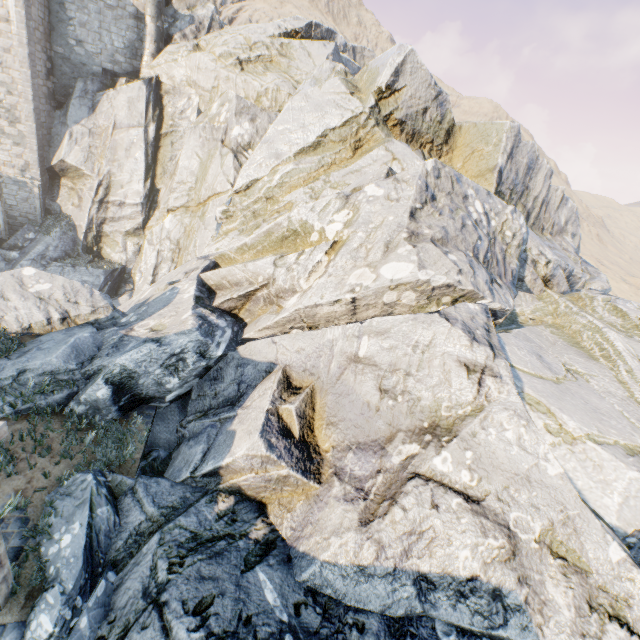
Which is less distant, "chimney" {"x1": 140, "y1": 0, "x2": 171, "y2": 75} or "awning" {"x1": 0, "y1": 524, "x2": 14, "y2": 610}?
"awning" {"x1": 0, "y1": 524, "x2": 14, "y2": 610}

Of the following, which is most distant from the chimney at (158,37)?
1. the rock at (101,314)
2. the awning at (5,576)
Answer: the awning at (5,576)

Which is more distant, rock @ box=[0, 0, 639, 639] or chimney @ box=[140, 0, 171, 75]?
chimney @ box=[140, 0, 171, 75]

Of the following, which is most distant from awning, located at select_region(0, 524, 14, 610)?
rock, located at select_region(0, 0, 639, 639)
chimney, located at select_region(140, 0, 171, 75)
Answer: chimney, located at select_region(140, 0, 171, 75)

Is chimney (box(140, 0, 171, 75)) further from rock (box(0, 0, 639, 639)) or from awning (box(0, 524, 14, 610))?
awning (box(0, 524, 14, 610))

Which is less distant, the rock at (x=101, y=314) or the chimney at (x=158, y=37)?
the rock at (x=101, y=314)

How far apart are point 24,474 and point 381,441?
6.7m
